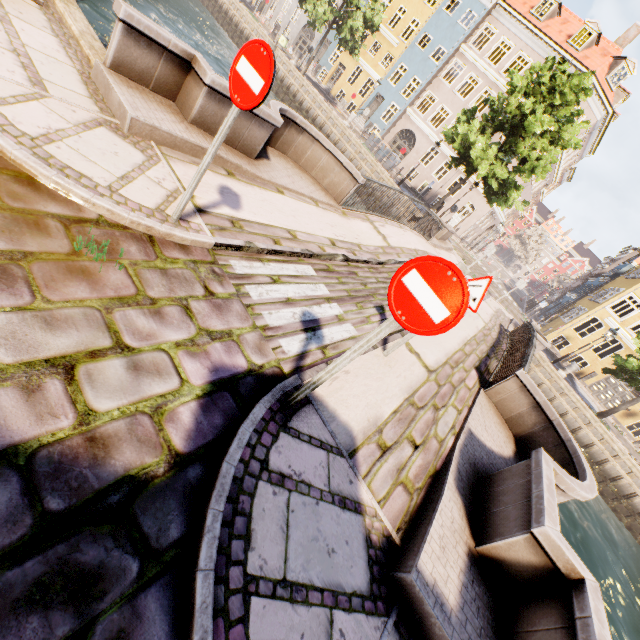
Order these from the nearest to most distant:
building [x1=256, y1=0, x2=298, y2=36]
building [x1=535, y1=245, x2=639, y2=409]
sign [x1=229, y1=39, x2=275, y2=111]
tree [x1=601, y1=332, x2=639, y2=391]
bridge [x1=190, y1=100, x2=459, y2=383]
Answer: sign [x1=229, y1=39, x2=275, y2=111], bridge [x1=190, y1=100, x2=459, y2=383], tree [x1=601, y1=332, x2=639, y2=391], building [x1=535, y1=245, x2=639, y2=409], building [x1=256, y1=0, x2=298, y2=36]

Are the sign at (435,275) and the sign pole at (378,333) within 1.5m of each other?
yes

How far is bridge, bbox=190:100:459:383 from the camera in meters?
4.1 m

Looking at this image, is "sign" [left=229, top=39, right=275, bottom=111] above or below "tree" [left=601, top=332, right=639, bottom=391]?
below

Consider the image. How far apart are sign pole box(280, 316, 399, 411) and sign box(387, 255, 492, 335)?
0.1 meters

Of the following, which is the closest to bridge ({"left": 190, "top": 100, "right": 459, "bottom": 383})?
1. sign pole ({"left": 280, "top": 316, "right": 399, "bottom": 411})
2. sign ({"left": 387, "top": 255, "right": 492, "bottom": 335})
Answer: sign pole ({"left": 280, "top": 316, "right": 399, "bottom": 411})

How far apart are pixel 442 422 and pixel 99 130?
6.1 meters

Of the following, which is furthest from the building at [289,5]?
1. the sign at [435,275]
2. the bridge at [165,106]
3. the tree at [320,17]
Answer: the sign at [435,275]
